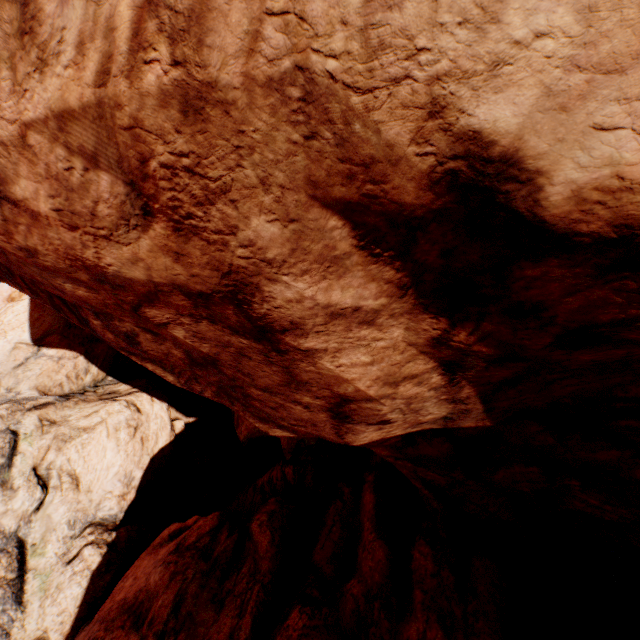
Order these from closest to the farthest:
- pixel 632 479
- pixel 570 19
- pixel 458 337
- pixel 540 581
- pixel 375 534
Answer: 1. pixel 570 19
2. pixel 458 337
3. pixel 632 479
4. pixel 375 534
5. pixel 540 581
